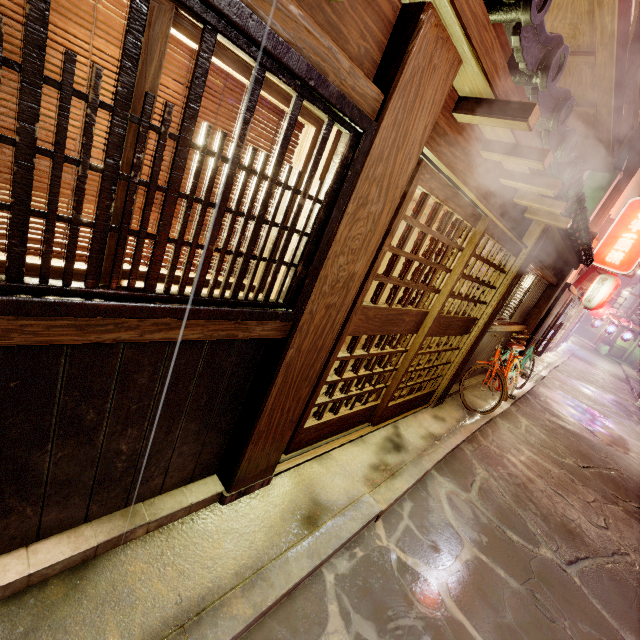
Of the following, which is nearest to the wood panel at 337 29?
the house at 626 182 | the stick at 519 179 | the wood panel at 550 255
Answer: the stick at 519 179

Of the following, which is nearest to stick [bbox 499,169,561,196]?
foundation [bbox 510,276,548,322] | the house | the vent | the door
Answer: the door

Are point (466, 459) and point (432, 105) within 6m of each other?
no

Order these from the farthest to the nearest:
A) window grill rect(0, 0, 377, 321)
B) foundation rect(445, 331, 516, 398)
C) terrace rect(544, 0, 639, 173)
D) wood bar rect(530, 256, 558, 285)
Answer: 1. foundation rect(445, 331, 516, 398)
2. wood bar rect(530, 256, 558, 285)
3. terrace rect(544, 0, 639, 173)
4. window grill rect(0, 0, 377, 321)

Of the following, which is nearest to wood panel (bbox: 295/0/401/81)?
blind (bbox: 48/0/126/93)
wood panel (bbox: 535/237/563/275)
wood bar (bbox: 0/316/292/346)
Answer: blind (bbox: 48/0/126/93)

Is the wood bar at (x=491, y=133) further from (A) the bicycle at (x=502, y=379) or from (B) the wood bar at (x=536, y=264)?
(A) the bicycle at (x=502, y=379)

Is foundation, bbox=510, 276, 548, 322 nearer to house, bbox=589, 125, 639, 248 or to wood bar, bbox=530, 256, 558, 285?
wood bar, bbox=530, 256, 558, 285

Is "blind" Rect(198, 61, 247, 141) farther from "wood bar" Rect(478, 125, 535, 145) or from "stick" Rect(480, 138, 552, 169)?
"stick" Rect(480, 138, 552, 169)
